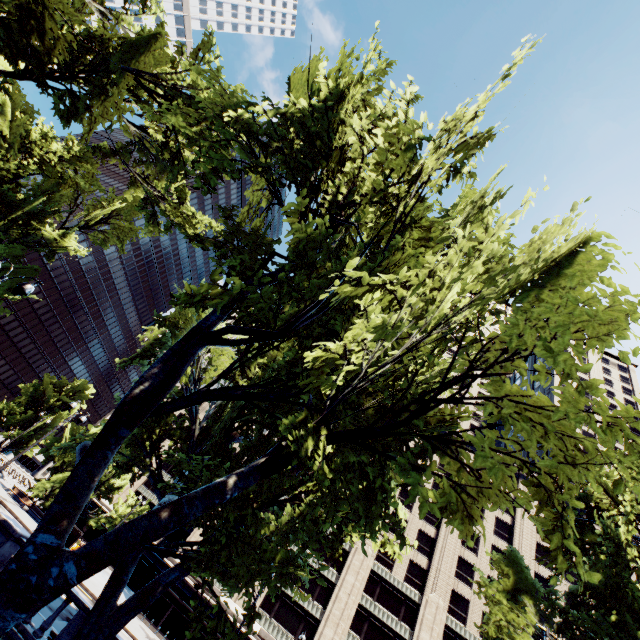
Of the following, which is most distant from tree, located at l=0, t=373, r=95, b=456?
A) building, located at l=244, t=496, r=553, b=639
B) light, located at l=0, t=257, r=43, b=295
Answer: building, located at l=244, t=496, r=553, b=639

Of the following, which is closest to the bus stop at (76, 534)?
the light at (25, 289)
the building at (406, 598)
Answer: the building at (406, 598)

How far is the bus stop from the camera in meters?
30.3 m

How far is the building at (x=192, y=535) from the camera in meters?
40.4

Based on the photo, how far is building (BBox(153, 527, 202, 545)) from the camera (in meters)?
40.40

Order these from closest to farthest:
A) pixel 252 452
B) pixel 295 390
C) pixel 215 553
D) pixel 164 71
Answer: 1. pixel 295 390
2. pixel 215 553
3. pixel 252 452
4. pixel 164 71

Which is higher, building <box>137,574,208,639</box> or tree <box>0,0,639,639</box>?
tree <box>0,0,639,639</box>
